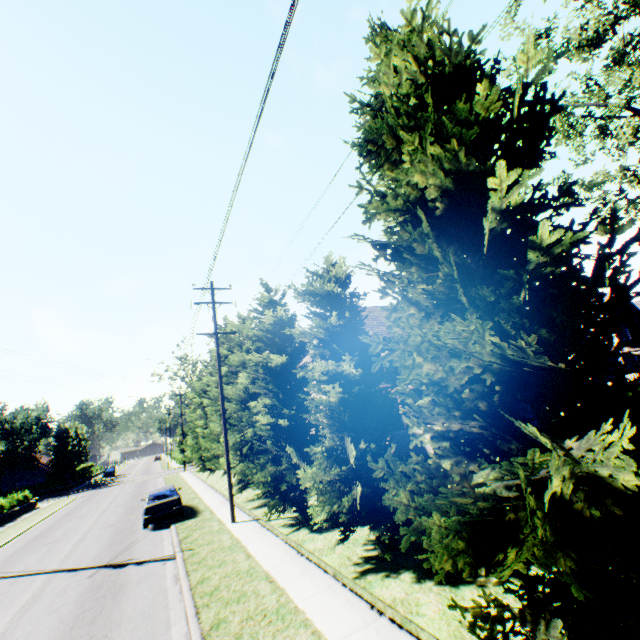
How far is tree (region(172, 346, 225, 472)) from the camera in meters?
22.9

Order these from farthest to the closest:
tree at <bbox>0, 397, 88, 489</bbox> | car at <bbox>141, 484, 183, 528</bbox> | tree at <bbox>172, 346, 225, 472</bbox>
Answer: tree at <bbox>0, 397, 88, 489</bbox>, tree at <bbox>172, 346, 225, 472</bbox>, car at <bbox>141, 484, 183, 528</bbox>

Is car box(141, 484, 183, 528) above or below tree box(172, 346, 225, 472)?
below

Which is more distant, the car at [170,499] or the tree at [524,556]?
the car at [170,499]

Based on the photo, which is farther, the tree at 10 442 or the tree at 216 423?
the tree at 10 442

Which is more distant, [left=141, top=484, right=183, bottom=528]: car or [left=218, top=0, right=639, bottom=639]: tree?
[left=141, top=484, right=183, bottom=528]: car

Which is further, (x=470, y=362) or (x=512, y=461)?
(x=512, y=461)
